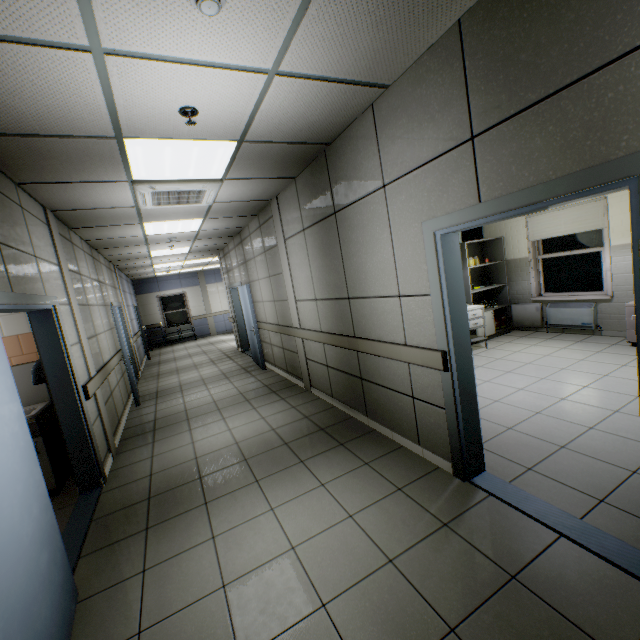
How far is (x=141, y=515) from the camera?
3.0m

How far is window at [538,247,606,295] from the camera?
5.80m

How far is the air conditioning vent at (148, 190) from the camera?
3.7m

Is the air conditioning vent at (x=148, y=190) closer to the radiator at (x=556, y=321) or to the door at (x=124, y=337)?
the door at (x=124, y=337)

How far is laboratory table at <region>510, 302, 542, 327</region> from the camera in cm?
670

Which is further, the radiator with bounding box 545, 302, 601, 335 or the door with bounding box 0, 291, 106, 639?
the radiator with bounding box 545, 302, 601, 335

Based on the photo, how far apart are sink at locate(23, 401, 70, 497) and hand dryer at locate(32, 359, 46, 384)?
0.3m

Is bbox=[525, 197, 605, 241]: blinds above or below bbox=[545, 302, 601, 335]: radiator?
above
